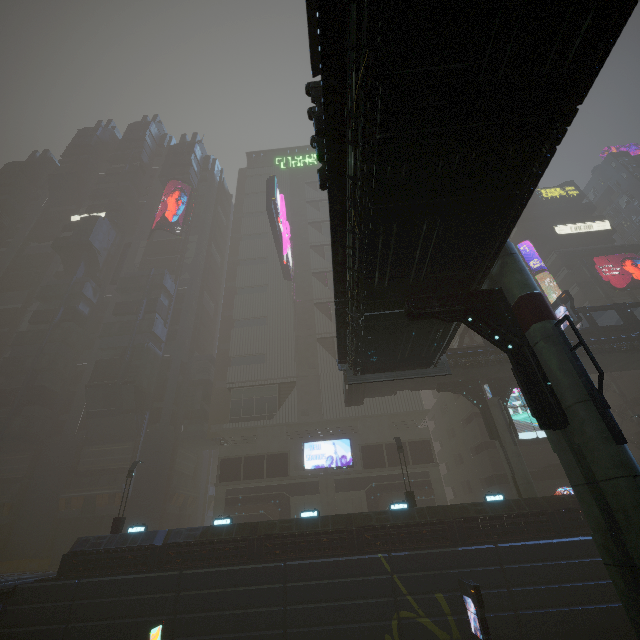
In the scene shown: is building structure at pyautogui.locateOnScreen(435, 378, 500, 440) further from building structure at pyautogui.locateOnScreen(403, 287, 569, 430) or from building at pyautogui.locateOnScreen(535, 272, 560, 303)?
building structure at pyautogui.locateOnScreen(403, 287, 569, 430)

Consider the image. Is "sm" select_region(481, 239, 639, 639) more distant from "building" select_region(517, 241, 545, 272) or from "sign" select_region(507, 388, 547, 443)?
"sign" select_region(507, 388, 547, 443)

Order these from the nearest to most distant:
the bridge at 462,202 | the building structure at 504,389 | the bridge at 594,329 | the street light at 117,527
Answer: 1. the bridge at 462,202
2. the street light at 117,527
3. the bridge at 594,329
4. the building structure at 504,389

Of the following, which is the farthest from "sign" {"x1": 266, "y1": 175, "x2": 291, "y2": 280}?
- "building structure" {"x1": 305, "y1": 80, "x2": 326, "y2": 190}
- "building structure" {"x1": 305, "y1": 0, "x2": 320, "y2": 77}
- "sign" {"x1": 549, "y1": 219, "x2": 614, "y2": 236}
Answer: "building structure" {"x1": 305, "y1": 0, "x2": 320, "y2": 77}

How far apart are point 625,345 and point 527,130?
26.8 meters

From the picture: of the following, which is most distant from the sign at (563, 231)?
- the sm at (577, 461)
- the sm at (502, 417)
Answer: the sm at (502, 417)

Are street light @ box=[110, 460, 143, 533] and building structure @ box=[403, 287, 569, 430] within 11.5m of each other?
no

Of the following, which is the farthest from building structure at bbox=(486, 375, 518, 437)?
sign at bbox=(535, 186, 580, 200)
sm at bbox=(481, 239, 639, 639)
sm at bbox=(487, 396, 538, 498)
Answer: sign at bbox=(535, 186, 580, 200)
